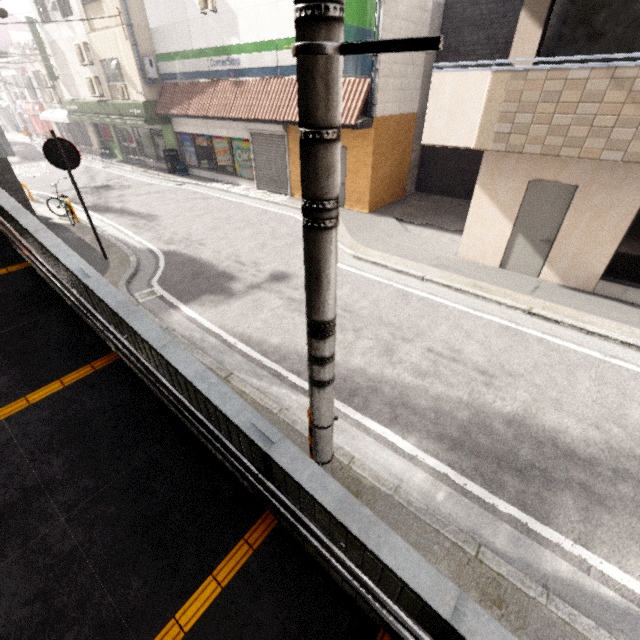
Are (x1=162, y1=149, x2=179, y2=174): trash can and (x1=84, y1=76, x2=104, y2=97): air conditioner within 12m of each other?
yes

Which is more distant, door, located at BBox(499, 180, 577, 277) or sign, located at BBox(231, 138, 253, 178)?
sign, located at BBox(231, 138, 253, 178)

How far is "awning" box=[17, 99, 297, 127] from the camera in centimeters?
1352cm

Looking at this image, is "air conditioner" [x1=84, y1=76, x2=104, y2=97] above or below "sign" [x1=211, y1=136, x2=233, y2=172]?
above

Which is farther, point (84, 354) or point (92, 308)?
point (84, 354)

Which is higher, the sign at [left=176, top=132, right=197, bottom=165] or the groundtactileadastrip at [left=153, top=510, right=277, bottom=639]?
the sign at [left=176, top=132, right=197, bottom=165]

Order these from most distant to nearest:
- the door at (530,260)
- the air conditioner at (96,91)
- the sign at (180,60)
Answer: the air conditioner at (96,91) < the sign at (180,60) < the door at (530,260)

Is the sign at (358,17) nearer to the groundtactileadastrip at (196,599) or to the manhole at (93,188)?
the groundtactileadastrip at (196,599)
